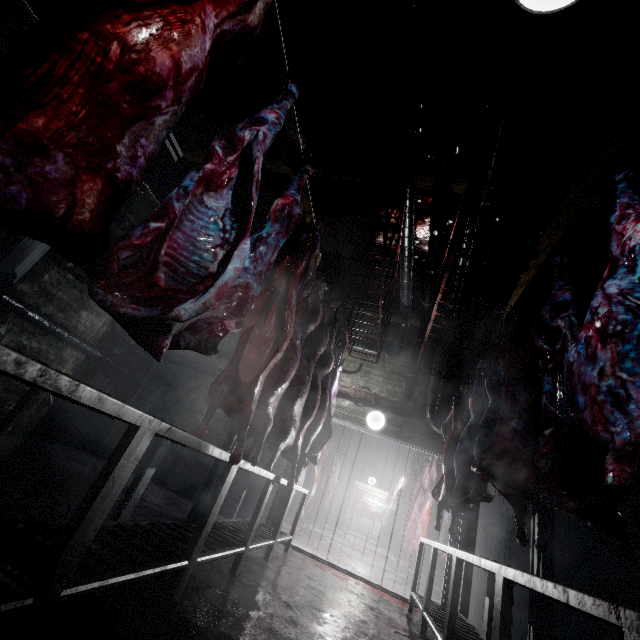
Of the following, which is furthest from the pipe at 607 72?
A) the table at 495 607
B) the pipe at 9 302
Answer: the table at 495 607

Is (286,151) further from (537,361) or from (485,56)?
(537,361)

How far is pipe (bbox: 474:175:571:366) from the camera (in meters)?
3.42

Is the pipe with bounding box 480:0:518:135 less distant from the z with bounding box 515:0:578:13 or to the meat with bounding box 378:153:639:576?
the meat with bounding box 378:153:639:576

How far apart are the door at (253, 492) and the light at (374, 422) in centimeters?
49cm

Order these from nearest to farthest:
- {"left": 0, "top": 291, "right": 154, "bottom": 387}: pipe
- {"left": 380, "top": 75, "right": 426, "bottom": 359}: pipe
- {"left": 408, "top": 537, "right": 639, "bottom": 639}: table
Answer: {"left": 408, "top": 537, "right": 639, "bottom": 639}: table → {"left": 380, "top": 75, "right": 426, "bottom": 359}: pipe → {"left": 0, "top": 291, "right": 154, "bottom": 387}: pipe

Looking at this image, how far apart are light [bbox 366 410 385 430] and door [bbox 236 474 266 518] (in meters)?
0.49
